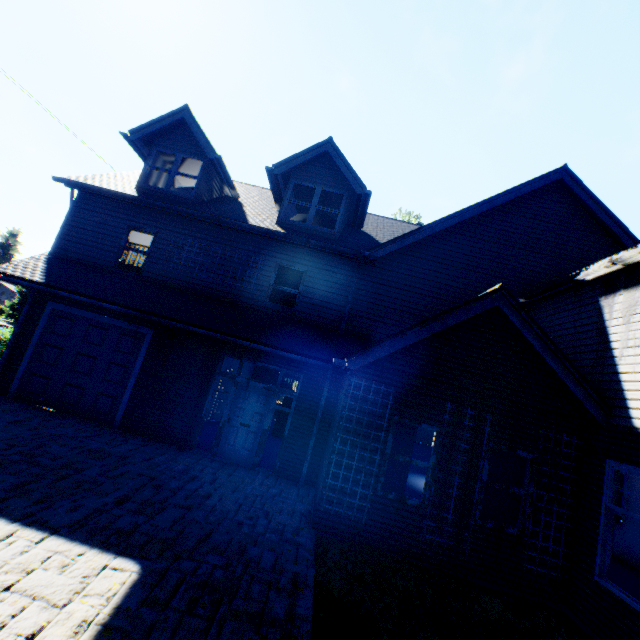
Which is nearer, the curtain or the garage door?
the curtain

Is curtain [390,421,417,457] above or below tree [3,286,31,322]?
below

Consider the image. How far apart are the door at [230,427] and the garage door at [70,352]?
3.0m

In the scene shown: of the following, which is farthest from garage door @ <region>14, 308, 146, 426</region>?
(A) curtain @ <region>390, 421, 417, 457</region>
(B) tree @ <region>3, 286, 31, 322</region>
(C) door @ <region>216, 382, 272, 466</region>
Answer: (B) tree @ <region>3, 286, 31, 322</region>

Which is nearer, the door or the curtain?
the curtain

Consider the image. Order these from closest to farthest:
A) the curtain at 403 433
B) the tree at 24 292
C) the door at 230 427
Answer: the curtain at 403 433 < the door at 230 427 < the tree at 24 292

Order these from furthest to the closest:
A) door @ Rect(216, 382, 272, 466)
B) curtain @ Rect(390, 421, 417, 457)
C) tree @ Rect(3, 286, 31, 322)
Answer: tree @ Rect(3, 286, 31, 322) < door @ Rect(216, 382, 272, 466) < curtain @ Rect(390, 421, 417, 457)

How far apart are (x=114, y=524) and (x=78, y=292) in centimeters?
646cm
